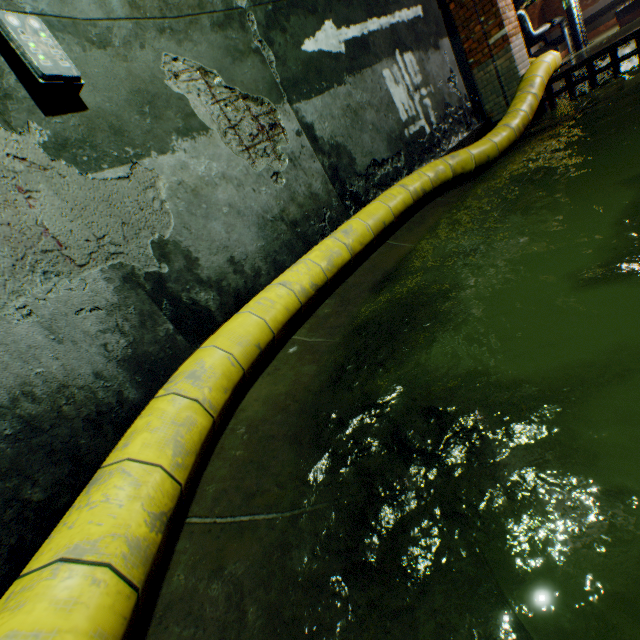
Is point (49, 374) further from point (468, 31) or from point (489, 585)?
point (468, 31)

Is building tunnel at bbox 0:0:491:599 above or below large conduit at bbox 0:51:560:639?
above

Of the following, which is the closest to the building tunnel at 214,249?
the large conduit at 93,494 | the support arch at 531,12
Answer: the large conduit at 93,494

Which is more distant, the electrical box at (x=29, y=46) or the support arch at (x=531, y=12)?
the support arch at (x=531, y=12)

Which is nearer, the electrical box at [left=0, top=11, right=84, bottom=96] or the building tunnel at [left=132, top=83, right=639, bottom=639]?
the building tunnel at [left=132, top=83, right=639, bottom=639]

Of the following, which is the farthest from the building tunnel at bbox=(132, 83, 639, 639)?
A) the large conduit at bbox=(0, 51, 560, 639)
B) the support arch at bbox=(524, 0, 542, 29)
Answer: the support arch at bbox=(524, 0, 542, 29)

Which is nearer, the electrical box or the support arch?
the electrical box

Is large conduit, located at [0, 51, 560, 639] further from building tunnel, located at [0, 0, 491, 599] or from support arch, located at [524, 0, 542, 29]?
support arch, located at [524, 0, 542, 29]
